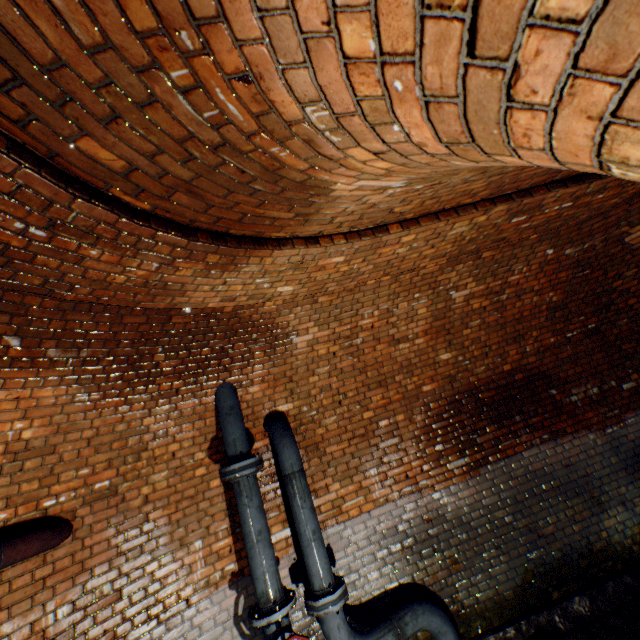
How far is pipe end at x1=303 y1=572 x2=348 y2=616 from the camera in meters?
3.1

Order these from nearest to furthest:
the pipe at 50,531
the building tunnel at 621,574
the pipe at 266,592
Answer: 1. the building tunnel at 621,574
2. the pipe at 50,531
3. the pipe at 266,592

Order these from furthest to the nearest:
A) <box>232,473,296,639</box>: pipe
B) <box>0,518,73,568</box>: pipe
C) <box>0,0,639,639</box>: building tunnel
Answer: <box>232,473,296,639</box>: pipe → <box>0,518,73,568</box>: pipe → <box>0,0,639,639</box>: building tunnel

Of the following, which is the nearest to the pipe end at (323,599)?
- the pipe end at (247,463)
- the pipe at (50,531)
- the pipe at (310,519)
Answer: the pipe at (310,519)

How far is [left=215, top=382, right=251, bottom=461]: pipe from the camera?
3.4 meters

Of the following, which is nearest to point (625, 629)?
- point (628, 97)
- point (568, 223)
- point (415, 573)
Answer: point (415, 573)

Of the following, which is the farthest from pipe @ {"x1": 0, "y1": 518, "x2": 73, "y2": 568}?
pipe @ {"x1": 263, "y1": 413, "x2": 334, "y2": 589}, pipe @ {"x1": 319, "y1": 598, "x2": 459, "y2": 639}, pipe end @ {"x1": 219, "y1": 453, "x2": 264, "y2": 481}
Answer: pipe @ {"x1": 319, "y1": 598, "x2": 459, "y2": 639}

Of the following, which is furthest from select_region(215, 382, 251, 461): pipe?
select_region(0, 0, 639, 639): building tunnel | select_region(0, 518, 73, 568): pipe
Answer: select_region(0, 518, 73, 568): pipe
